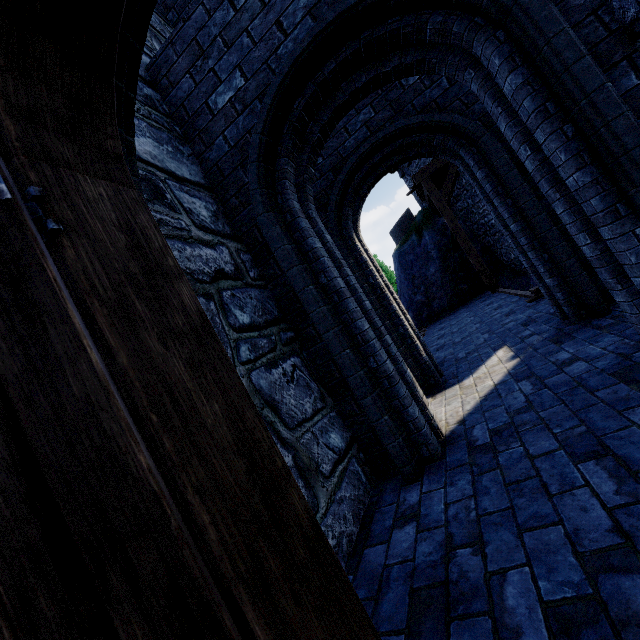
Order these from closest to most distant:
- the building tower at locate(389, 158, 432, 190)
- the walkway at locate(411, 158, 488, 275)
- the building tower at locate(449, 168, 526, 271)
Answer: the walkway at locate(411, 158, 488, 275) → the building tower at locate(449, 168, 526, 271) → the building tower at locate(389, 158, 432, 190)

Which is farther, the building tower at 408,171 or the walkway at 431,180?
the building tower at 408,171

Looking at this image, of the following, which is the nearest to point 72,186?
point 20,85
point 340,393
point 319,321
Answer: point 20,85

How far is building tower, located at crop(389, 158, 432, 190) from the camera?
15.0 meters

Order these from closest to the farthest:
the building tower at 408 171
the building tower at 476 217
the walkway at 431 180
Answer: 1. the walkway at 431 180
2. the building tower at 476 217
3. the building tower at 408 171

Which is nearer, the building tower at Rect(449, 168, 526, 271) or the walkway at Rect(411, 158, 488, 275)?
the walkway at Rect(411, 158, 488, 275)
